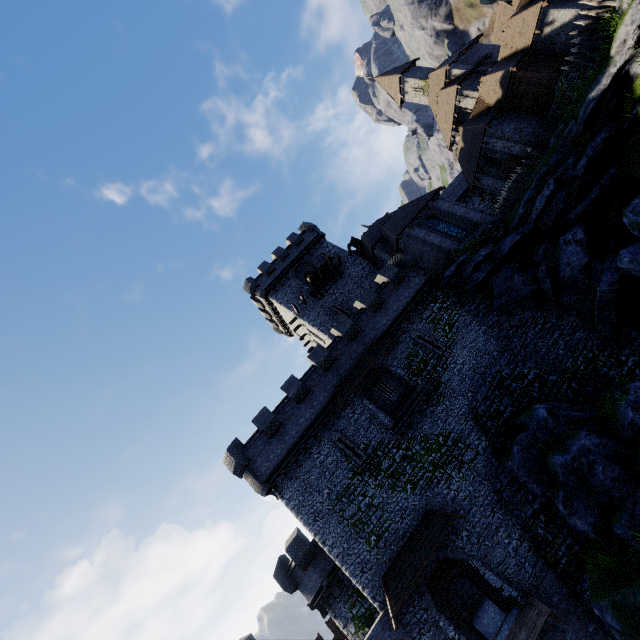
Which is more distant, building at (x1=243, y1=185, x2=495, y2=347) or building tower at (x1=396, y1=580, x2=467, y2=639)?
building at (x1=243, y1=185, x2=495, y2=347)

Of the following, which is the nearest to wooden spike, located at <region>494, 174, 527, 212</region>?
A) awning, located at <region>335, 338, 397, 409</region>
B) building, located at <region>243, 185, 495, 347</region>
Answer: building, located at <region>243, 185, 495, 347</region>

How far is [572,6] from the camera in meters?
24.2

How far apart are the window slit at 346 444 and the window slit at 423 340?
8.3m

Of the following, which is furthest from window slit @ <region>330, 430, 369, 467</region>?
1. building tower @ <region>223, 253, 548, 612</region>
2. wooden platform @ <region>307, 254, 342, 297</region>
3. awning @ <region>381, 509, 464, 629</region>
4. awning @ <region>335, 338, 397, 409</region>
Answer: wooden platform @ <region>307, 254, 342, 297</region>

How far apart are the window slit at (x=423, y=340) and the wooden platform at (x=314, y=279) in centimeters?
1227cm

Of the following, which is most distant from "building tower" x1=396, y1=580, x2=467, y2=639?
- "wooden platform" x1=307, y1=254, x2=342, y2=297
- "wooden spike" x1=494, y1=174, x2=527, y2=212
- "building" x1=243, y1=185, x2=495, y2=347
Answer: "wooden spike" x1=494, y1=174, x2=527, y2=212

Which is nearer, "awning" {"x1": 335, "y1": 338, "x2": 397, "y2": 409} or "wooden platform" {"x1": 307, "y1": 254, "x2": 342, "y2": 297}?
"awning" {"x1": 335, "y1": 338, "x2": 397, "y2": 409}
